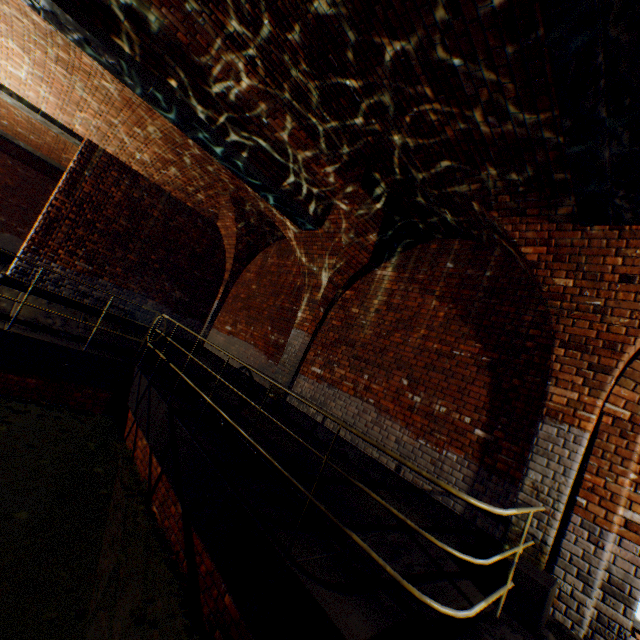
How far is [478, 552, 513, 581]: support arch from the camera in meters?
3.5

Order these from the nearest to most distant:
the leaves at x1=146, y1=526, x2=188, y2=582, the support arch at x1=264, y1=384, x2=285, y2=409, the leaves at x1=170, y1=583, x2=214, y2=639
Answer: the leaves at x1=170, y1=583, x2=214, y2=639, the leaves at x1=146, y1=526, x2=188, y2=582, the support arch at x1=264, y1=384, x2=285, y2=409

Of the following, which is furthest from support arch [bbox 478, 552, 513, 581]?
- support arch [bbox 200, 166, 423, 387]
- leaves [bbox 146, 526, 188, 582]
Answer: leaves [bbox 146, 526, 188, 582]

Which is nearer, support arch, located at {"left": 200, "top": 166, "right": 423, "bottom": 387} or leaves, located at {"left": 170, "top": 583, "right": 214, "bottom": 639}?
leaves, located at {"left": 170, "top": 583, "right": 214, "bottom": 639}

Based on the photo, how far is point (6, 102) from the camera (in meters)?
8.76

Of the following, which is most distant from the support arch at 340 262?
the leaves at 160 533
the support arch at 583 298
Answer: the leaves at 160 533

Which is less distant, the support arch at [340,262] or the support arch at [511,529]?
the support arch at [511,529]
